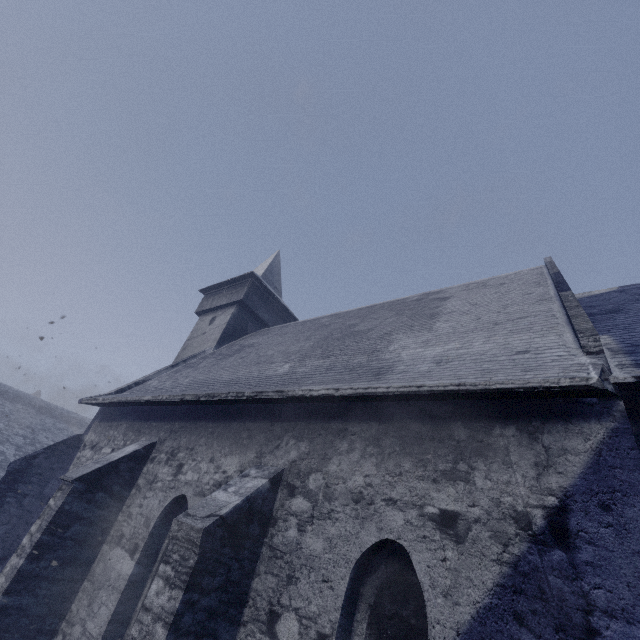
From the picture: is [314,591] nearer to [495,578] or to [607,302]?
[495,578]
